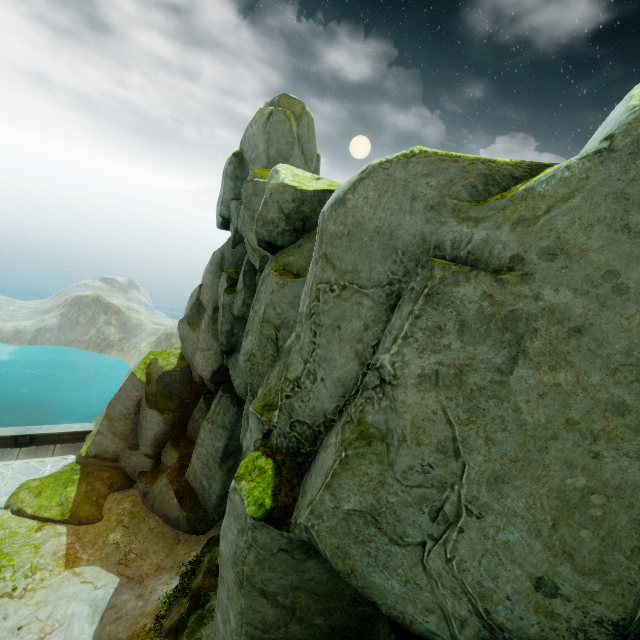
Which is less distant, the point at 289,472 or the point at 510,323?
the point at 510,323
